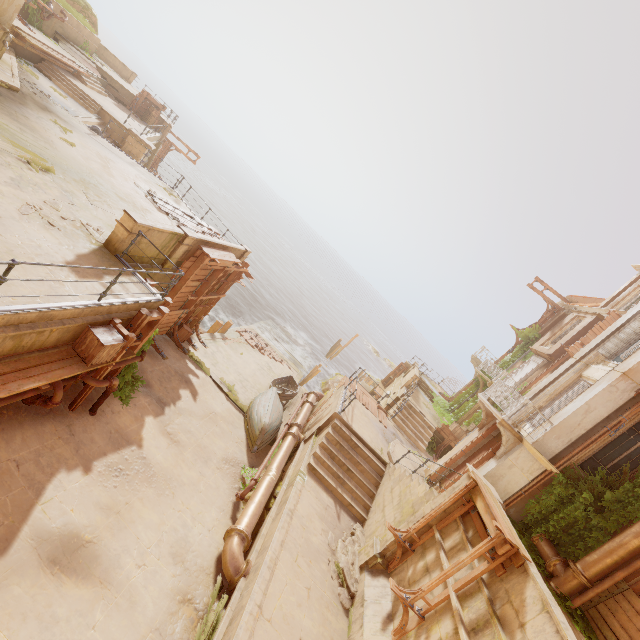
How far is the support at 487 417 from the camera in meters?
14.6

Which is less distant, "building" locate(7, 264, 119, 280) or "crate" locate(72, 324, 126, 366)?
"building" locate(7, 264, 119, 280)

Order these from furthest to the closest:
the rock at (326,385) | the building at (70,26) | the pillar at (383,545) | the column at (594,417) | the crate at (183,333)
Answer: the rock at (326,385) < the building at (70,26) < the crate at (183,333) < the column at (594,417) < the pillar at (383,545)

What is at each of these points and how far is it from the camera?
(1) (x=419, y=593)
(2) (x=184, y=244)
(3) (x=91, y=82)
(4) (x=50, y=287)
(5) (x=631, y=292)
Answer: (1) wood, 6.9m
(2) column, 10.9m
(3) stairs, 21.5m
(4) building, 6.2m
(5) window, 21.0m

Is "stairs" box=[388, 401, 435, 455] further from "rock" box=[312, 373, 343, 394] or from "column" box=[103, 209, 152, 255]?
"column" box=[103, 209, 152, 255]

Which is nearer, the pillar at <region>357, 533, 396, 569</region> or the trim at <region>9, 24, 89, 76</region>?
the pillar at <region>357, 533, 396, 569</region>

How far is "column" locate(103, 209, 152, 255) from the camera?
8.51m

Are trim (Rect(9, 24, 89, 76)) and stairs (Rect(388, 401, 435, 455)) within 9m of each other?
no
